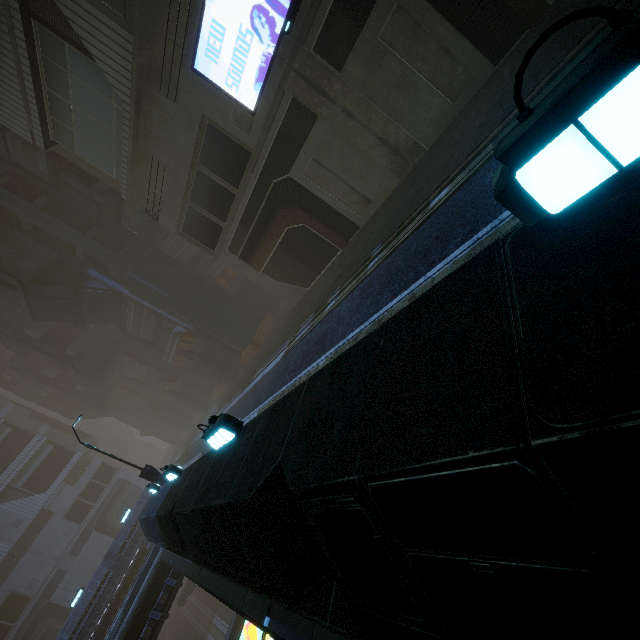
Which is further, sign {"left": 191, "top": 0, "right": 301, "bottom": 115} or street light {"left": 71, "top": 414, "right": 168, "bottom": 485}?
street light {"left": 71, "top": 414, "right": 168, "bottom": 485}

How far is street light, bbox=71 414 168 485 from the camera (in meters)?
15.07

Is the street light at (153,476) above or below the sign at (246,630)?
above

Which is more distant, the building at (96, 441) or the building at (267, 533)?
the building at (96, 441)

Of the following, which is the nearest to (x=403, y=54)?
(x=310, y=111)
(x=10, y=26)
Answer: (x=310, y=111)

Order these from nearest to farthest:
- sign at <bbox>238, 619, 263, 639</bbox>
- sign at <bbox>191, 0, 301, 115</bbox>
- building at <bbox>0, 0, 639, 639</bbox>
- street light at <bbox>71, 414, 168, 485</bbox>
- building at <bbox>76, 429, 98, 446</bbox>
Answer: building at <bbox>0, 0, 639, 639</bbox> < sign at <bbox>238, 619, 263, 639</bbox> < sign at <bbox>191, 0, 301, 115</bbox> < street light at <bbox>71, 414, 168, 485</bbox> < building at <bbox>76, 429, 98, 446</bbox>

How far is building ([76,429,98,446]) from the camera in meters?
51.9

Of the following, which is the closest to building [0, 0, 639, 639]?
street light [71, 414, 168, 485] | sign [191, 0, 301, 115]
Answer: sign [191, 0, 301, 115]
